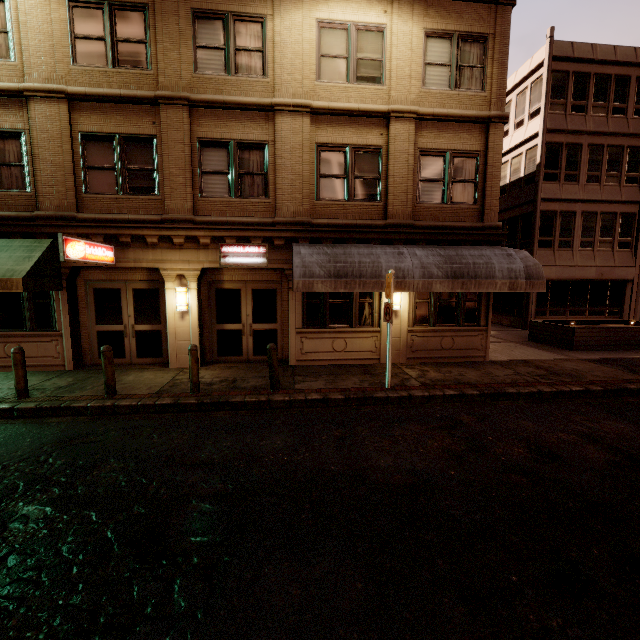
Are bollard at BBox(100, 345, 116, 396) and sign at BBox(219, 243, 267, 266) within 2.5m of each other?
no

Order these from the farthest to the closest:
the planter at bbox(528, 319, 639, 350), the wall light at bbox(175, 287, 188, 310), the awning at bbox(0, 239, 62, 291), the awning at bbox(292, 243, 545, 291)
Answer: the planter at bbox(528, 319, 639, 350) < the wall light at bbox(175, 287, 188, 310) < the awning at bbox(292, 243, 545, 291) < the awning at bbox(0, 239, 62, 291)

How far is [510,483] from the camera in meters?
4.7

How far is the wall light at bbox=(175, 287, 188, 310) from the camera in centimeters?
1004cm

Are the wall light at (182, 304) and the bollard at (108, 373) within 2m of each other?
no

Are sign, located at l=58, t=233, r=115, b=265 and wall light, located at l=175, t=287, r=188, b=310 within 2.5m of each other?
yes

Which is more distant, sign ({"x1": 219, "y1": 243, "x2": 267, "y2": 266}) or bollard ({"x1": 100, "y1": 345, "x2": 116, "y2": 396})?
sign ({"x1": 219, "y1": 243, "x2": 267, "y2": 266})

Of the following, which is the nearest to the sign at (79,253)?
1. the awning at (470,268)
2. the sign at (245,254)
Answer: the sign at (245,254)
